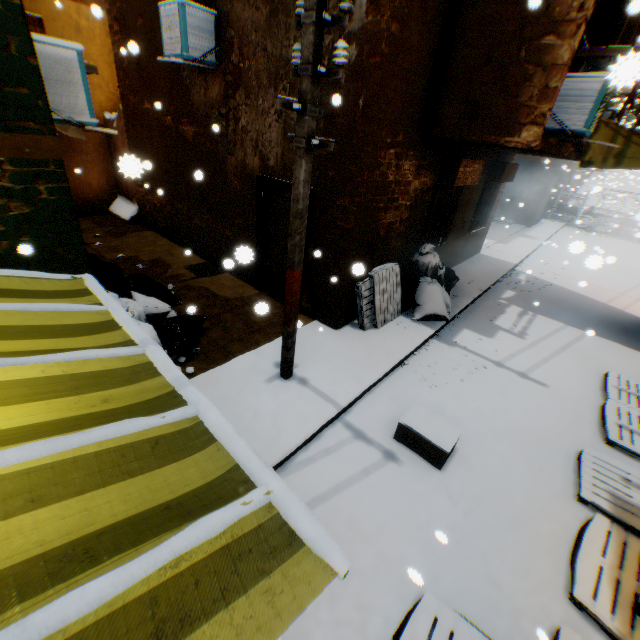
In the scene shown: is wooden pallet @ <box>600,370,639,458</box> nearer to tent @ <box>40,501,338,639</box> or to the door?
tent @ <box>40,501,338,639</box>

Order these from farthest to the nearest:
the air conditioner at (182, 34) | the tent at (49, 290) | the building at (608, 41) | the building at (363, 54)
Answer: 1. the building at (608, 41)
2. the air conditioner at (182, 34)
3. the building at (363, 54)
4. the tent at (49, 290)

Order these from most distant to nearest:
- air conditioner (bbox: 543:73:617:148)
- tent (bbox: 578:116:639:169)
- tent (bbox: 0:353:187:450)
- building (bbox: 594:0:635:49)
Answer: tent (bbox: 578:116:639:169) → building (bbox: 594:0:635:49) → air conditioner (bbox: 543:73:617:148) → tent (bbox: 0:353:187:450)

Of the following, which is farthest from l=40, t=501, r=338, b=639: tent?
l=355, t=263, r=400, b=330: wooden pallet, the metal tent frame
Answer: l=355, t=263, r=400, b=330: wooden pallet

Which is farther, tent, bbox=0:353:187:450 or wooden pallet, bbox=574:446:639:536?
wooden pallet, bbox=574:446:639:536

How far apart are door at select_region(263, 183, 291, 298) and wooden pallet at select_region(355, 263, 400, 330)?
1.28m

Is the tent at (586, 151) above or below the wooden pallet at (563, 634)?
above

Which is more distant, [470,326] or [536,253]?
[536,253]
